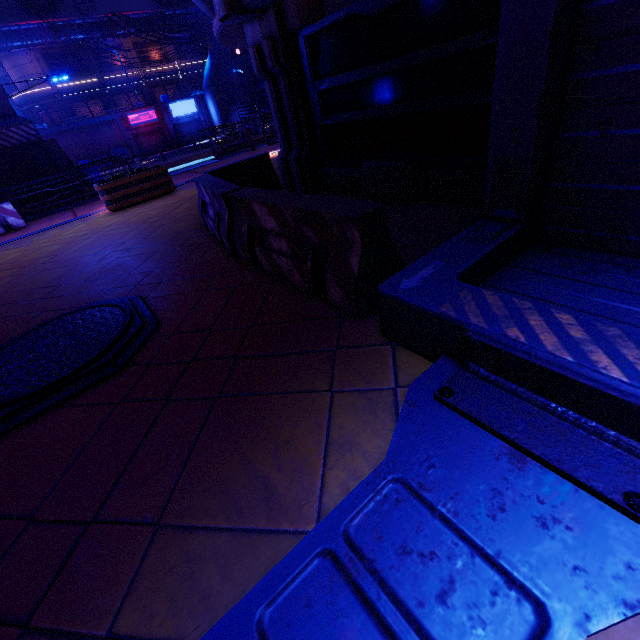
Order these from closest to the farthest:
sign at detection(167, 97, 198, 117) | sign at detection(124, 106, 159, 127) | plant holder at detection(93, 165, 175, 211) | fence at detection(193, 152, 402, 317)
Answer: fence at detection(193, 152, 402, 317)
plant holder at detection(93, 165, 175, 211)
sign at detection(124, 106, 159, 127)
sign at detection(167, 97, 198, 117)

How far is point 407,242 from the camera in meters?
3.9

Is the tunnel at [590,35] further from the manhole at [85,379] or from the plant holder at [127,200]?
the plant holder at [127,200]

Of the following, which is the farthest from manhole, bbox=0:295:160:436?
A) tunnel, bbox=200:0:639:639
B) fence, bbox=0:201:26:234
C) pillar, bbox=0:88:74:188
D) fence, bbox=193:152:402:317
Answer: pillar, bbox=0:88:74:188

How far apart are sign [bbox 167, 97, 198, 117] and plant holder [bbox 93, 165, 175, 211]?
37.1m

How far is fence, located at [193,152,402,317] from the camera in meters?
2.6

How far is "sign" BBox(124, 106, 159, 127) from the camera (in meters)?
37.34

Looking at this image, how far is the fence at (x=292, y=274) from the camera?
2.64m
